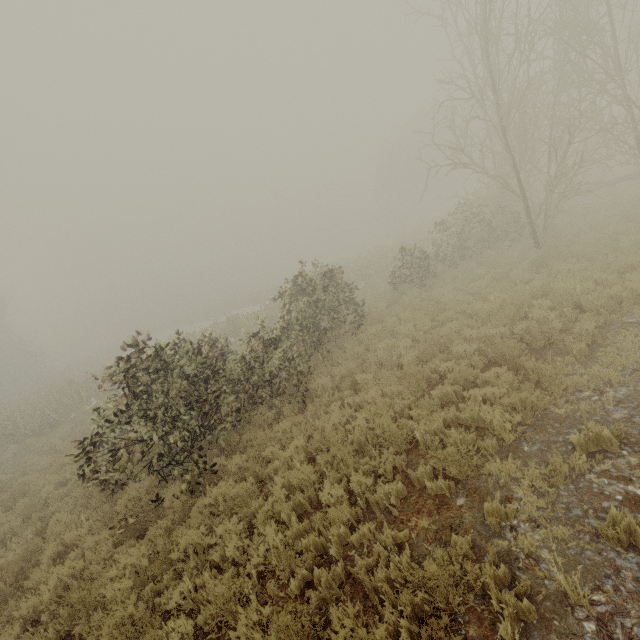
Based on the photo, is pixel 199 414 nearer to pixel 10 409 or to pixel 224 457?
pixel 224 457
